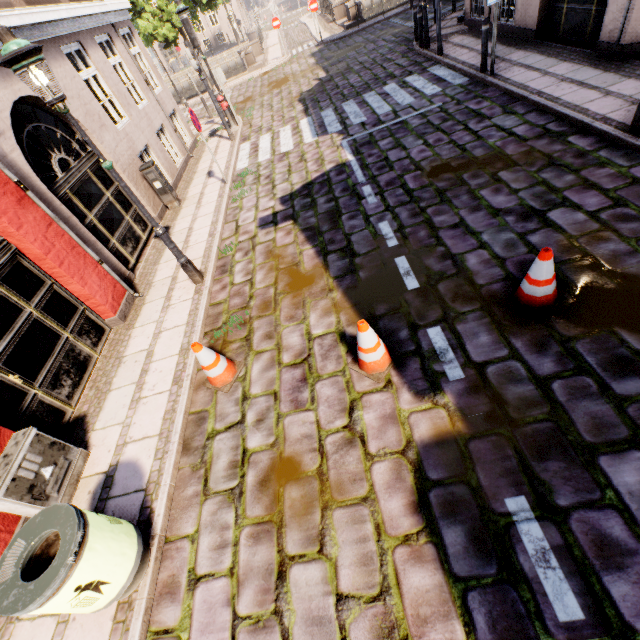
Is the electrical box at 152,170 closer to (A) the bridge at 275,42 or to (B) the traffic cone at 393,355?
(B) the traffic cone at 393,355

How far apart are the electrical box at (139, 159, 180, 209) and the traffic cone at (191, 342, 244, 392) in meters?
6.4

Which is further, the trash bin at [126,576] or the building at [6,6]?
the building at [6,6]

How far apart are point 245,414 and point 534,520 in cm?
312

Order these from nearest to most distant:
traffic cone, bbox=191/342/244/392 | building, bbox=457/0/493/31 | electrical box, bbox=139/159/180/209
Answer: traffic cone, bbox=191/342/244/392 → electrical box, bbox=139/159/180/209 → building, bbox=457/0/493/31

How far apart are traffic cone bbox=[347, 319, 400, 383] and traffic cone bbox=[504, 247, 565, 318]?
1.4 meters

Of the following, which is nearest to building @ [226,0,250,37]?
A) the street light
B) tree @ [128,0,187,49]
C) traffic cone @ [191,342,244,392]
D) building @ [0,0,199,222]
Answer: tree @ [128,0,187,49]

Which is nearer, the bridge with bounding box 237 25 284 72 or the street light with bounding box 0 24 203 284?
the street light with bounding box 0 24 203 284
